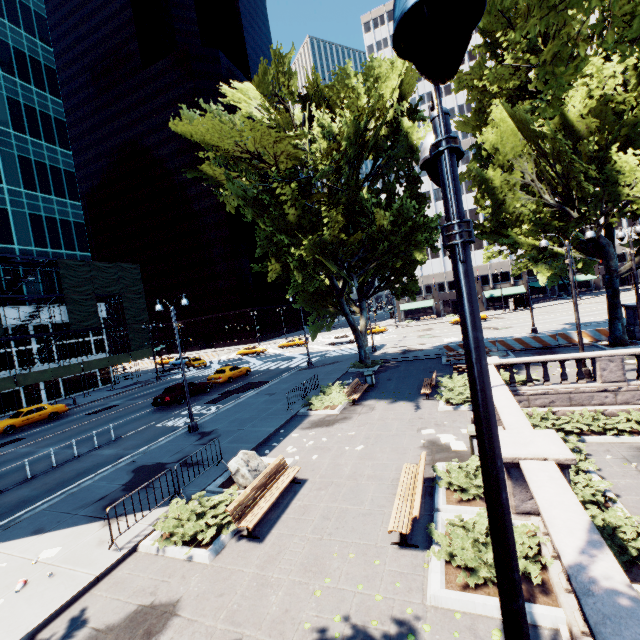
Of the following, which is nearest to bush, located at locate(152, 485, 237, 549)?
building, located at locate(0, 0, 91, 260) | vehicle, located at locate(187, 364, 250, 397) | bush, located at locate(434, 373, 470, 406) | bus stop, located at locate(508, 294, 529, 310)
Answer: bush, located at locate(434, 373, 470, 406)

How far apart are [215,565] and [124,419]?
19.8 meters

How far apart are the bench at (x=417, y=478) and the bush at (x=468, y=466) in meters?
0.3 m

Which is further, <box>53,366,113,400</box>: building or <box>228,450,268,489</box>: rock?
<box>53,366,113,400</box>: building

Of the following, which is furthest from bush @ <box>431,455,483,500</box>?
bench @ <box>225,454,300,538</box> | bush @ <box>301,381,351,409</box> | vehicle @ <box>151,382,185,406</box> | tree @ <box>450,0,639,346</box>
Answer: vehicle @ <box>151,382,185,406</box>

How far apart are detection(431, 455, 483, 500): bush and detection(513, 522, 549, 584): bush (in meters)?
0.65

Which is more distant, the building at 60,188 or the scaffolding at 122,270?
the building at 60,188

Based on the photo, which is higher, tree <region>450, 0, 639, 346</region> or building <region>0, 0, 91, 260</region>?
building <region>0, 0, 91, 260</region>
